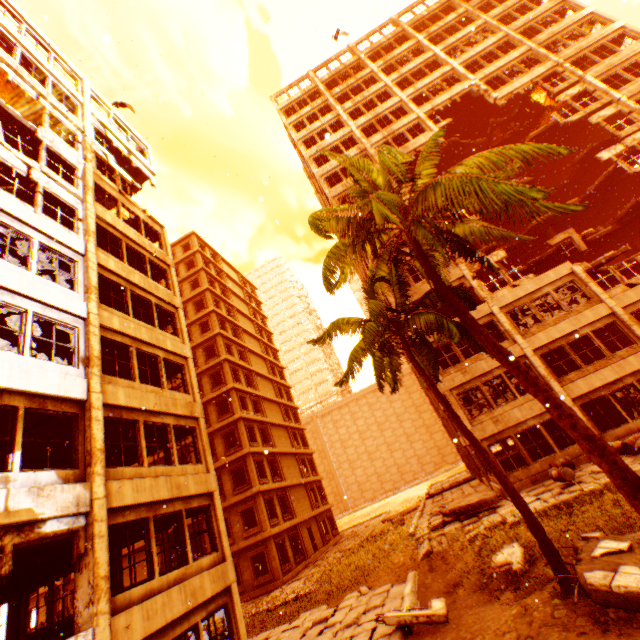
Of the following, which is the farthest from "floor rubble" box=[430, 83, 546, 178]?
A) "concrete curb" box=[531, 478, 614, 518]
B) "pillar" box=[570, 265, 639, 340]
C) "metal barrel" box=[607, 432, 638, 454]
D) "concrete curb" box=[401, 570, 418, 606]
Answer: "metal barrel" box=[607, 432, 638, 454]

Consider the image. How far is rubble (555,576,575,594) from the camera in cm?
684

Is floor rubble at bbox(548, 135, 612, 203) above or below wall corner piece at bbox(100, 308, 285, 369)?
above

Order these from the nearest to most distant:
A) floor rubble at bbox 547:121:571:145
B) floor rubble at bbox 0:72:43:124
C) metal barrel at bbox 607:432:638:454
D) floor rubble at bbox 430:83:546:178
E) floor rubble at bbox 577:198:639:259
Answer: metal barrel at bbox 607:432:638:454 < floor rubble at bbox 0:72:43:124 < floor rubble at bbox 577:198:639:259 < floor rubble at bbox 547:121:571:145 < floor rubble at bbox 430:83:546:178

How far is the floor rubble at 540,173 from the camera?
25.9 meters

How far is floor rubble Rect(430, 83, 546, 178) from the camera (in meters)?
26.91

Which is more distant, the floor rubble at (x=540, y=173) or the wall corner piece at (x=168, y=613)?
the floor rubble at (x=540, y=173)

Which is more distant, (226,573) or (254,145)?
(254,145)
